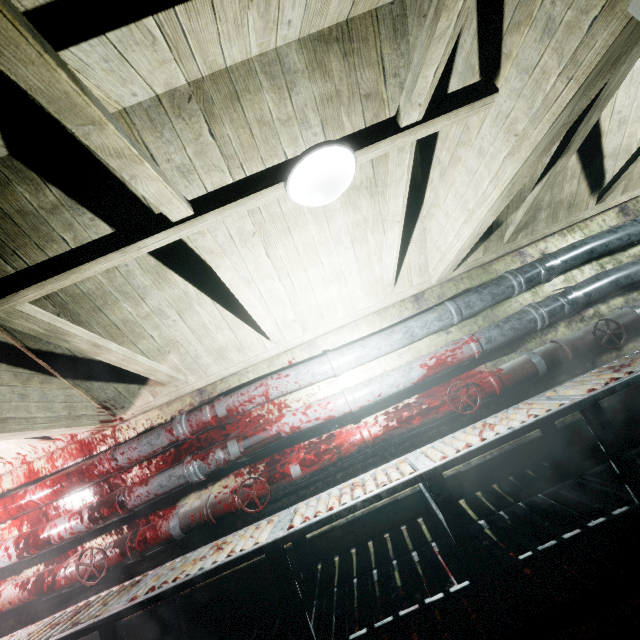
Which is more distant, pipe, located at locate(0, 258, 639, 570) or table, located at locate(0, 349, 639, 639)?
pipe, located at locate(0, 258, 639, 570)

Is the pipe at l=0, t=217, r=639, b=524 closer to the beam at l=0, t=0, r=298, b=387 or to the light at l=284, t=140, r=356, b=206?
the beam at l=0, t=0, r=298, b=387

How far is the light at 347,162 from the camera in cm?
124

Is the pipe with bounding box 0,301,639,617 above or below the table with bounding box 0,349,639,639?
above

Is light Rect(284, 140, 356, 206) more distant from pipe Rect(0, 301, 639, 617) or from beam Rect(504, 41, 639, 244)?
pipe Rect(0, 301, 639, 617)

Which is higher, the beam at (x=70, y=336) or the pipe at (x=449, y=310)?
Answer: the beam at (x=70, y=336)

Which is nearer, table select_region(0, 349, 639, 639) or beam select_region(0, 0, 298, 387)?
beam select_region(0, 0, 298, 387)

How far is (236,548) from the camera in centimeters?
195cm
